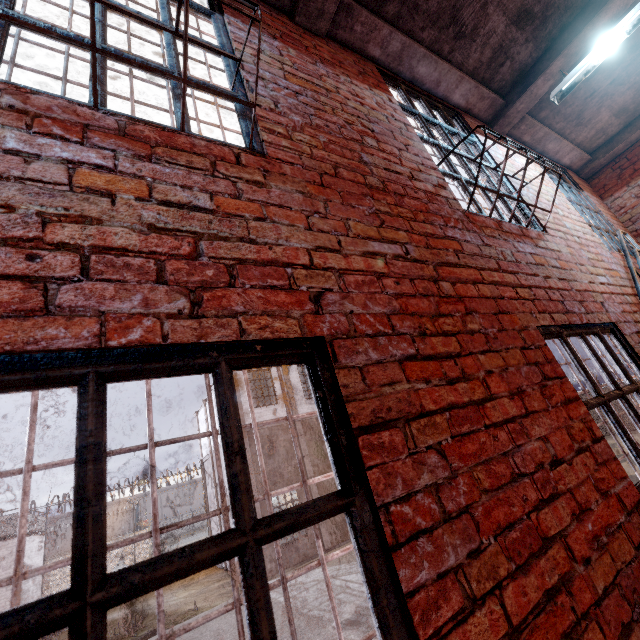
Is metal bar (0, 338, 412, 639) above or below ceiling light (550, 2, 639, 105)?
below

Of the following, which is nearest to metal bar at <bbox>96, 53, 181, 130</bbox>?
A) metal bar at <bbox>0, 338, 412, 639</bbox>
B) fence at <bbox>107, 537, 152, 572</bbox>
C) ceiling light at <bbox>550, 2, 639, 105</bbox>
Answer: metal bar at <bbox>0, 338, 412, 639</bbox>

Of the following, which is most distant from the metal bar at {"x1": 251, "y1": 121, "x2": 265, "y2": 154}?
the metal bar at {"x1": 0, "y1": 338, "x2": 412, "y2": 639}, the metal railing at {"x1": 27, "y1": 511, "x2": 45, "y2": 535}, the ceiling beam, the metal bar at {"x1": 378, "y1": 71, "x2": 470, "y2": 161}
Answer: the metal railing at {"x1": 27, "y1": 511, "x2": 45, "y2": 535}

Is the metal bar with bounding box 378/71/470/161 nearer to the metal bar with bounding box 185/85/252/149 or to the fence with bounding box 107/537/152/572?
the metal bar with bounding box 185/85/252/149

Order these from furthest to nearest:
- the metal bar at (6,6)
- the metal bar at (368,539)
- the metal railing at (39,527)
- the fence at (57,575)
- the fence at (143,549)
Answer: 1. the fence at (143,549)
2. the fence at (57,575)
3. the metal railing at (39,527)
4. the metal bar at (6,6)
5. the metal bar at (368,539)

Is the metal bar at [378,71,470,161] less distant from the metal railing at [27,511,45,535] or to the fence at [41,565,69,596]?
the metal railing at [27,511,45,535]

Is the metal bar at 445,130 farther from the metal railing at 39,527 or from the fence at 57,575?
the fence at 57,575

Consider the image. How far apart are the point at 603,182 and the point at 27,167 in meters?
8.0
